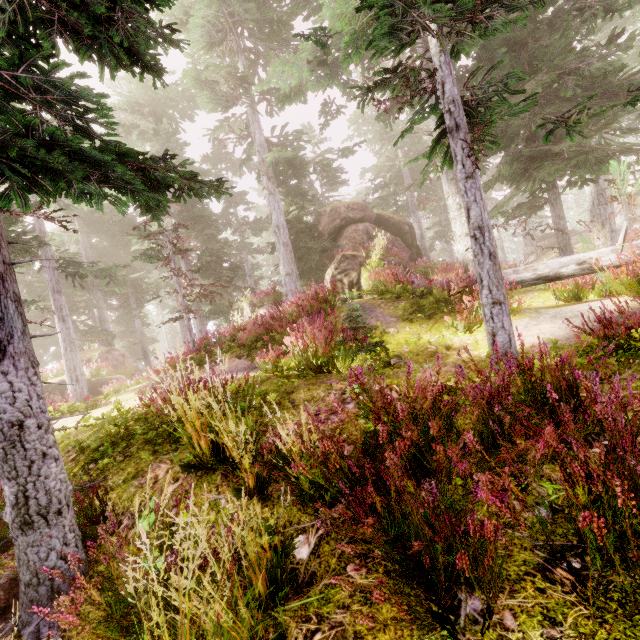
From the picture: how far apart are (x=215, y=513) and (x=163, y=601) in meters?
1.0

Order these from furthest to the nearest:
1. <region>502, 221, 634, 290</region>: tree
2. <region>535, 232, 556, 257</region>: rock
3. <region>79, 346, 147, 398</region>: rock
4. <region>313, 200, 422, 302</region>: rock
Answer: <region>535, 232, 556, 257</region>: rock → <region>79, 346, 147, 398</region>: rock → <region>313, 200, 422, 302</region>: rock → <region>502, 221, 634, 290</region>: tree

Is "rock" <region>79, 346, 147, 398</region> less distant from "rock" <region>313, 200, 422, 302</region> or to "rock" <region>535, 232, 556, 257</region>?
"rock" <region>313, 200, 422, 302</region>

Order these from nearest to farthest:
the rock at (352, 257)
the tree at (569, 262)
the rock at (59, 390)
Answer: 1. the tree at (569, 262)
2. the rock at (352, 257)
3. the rock at (59, 390)

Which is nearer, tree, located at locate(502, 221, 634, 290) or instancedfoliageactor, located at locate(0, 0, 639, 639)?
instancedfoliageactor, located at locate(0, 0, 639, 639)

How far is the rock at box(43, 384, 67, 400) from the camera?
18.8m

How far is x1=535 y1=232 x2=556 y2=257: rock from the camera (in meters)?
39.28

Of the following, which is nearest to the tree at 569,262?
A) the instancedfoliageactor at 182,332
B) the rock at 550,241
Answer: the instancedfoliageactor at 182,332
